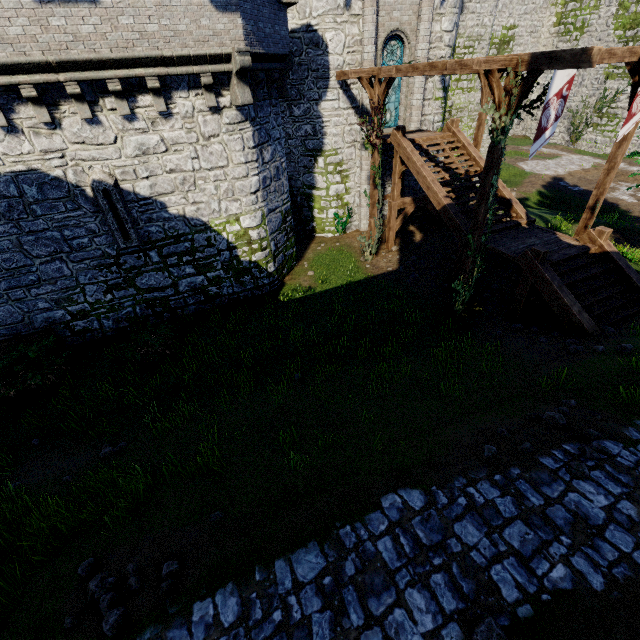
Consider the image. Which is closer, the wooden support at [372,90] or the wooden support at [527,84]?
the wooden support at [527,84]

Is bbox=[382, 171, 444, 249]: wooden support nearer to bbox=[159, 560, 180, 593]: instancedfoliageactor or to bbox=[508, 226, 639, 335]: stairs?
bbox=[508, 226, 639, 335]: stairs

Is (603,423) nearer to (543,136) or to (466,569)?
(466,569)

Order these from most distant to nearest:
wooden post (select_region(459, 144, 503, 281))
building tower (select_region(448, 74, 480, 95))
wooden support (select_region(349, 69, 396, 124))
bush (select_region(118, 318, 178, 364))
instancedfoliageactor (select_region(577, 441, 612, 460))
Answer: building tower (select_region(448, 74, 480, 95)), wooden support (select_region(349, 69, 396, 124)), bush (select_region(118, 318, 178, 364)), wooden post (select_region(459, 144, 503, 281)), instancedfoliageactor (select_region(577, 441, 612, 460))

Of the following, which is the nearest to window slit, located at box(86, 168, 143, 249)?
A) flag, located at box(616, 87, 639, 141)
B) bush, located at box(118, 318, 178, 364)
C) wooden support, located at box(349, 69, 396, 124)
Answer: bush, located at box(118, 318, 178, 364)

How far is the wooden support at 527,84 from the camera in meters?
7.3

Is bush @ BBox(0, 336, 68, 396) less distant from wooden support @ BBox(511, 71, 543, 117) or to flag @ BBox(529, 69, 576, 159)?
wooden support @ BBox(511, 71, 543, 117)

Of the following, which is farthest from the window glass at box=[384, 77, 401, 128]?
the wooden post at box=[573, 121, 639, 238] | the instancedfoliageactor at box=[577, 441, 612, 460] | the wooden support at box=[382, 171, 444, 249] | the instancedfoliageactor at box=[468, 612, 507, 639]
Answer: the instancedfoliageactor at box=[468, 612, 507, 639]
